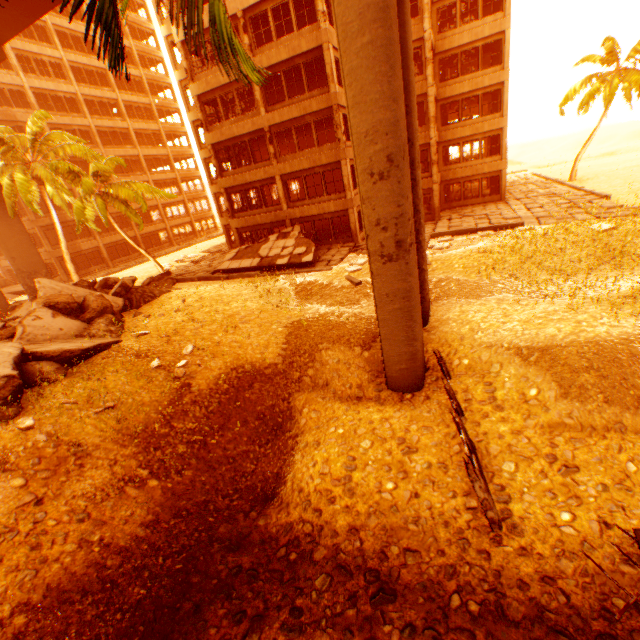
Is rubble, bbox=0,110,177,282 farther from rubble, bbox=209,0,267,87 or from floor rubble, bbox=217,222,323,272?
floor rubble, bbox=217,222,323,272

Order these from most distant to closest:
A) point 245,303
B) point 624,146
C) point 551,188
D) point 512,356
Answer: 1. point 624,146
2. point 551,188
3. point 245,303
4. point 512,356

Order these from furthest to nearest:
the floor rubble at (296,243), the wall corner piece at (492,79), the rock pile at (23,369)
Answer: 1. the wall corner piece at (492,79)
2. the floor rubble at (296,243)
3. the rock pile at (23,369)

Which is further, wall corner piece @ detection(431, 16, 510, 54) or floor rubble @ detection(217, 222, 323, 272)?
wall corner piece @ detection(431, 16, 510, 54)

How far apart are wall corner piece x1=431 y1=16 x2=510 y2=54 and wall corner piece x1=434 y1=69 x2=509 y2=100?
2.1m

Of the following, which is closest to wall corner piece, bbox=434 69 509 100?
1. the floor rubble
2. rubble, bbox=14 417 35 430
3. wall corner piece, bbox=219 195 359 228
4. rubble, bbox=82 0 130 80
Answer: wall corner piece, bbox=219 195 359 228

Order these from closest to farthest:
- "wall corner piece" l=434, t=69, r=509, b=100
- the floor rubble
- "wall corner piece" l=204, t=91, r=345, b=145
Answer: "wall corner piece" l=204, t=91, r=345, b=145, the floor rubble, "wall corner piece" l=434, t=69, r=509, b=100

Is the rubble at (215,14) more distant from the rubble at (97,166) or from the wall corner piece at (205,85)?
the wall corner piece at (205,85)
